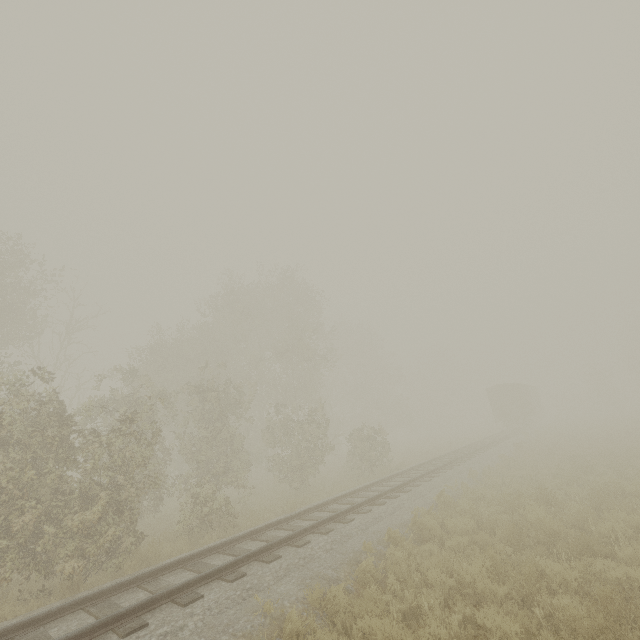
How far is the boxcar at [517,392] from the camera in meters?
34.6

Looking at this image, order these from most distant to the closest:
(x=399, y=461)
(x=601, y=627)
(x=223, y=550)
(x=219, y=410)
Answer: (x=399, y=461) < (x=219, y=410) < (x=223, y=550) < (x=601, y=627)

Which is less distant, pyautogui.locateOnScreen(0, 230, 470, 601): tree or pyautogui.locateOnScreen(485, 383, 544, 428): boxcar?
pyautogui.locateOnScreen(0, 230, 470, 601): tree

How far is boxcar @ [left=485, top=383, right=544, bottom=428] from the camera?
34.6m

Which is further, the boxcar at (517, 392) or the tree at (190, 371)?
the boxcar at (517, 392)
